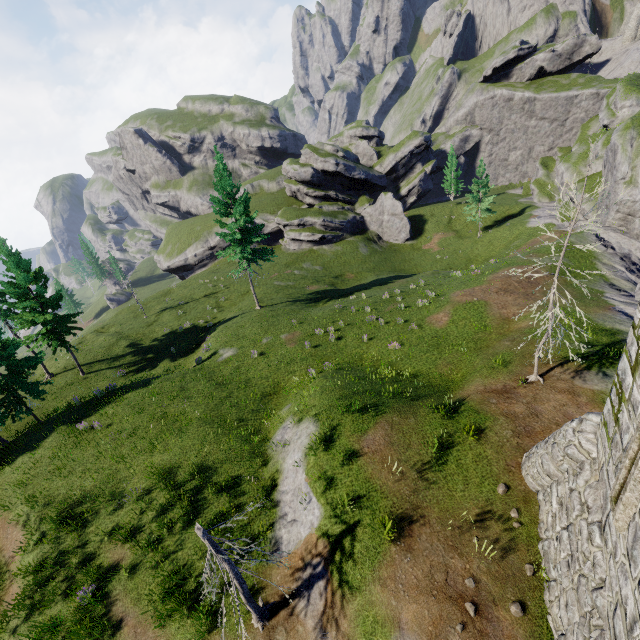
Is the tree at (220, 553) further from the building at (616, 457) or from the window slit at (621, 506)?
the window slit at (621, 506)

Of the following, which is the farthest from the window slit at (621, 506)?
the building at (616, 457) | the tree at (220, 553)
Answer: the tree at (220, 553)

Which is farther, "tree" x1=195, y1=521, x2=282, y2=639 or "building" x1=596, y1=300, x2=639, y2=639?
"tree" x1=195, y1=521, x2=282, y2=639

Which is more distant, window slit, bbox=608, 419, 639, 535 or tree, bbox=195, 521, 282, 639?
tree, bbox=195, 521, 282, 639

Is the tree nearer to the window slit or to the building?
the building

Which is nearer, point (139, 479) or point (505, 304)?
point (139, 479)
